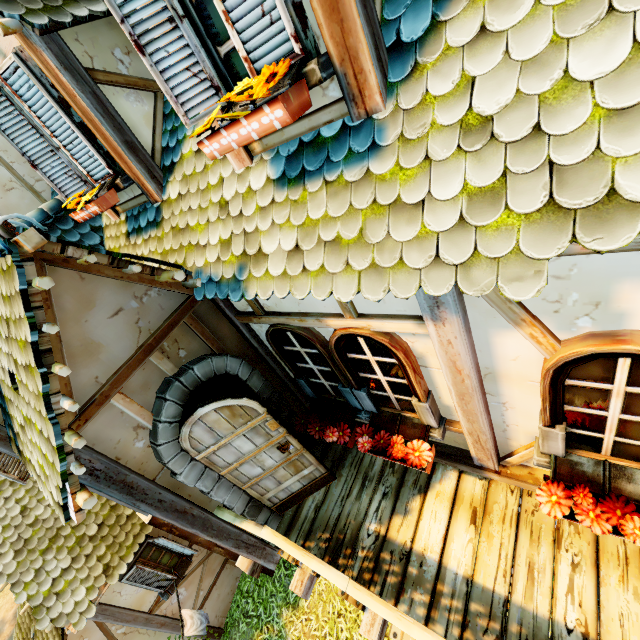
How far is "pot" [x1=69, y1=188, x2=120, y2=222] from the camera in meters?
3.4

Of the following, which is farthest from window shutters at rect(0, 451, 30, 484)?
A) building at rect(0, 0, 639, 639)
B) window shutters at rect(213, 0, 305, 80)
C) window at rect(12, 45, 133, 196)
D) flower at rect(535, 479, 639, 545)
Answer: flower at rect(535, 479, 639, 545)

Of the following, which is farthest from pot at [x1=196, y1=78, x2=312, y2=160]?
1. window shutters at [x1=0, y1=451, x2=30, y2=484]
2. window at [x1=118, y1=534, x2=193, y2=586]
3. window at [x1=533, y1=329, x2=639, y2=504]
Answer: window at [x1=118, y1=534, x2=193, y2=586]

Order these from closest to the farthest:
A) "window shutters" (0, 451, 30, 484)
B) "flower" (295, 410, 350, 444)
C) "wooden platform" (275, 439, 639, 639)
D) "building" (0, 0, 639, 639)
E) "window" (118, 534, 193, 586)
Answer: "building" (0, 0, 639, 639), "wooden platform" (275, 439, 639, 639), "flower" (295, 410, 350, 444), "window shutters" (0, 451, 30, 484), "window" (118, 534, 193, 586)

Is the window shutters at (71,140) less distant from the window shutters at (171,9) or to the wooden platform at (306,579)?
the window shutters at (171,9)

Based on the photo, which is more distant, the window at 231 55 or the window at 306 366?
the window at 306 366

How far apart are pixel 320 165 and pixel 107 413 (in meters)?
2.72

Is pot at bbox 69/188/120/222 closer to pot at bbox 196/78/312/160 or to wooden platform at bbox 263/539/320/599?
pot at bbox 196/78/312/160
